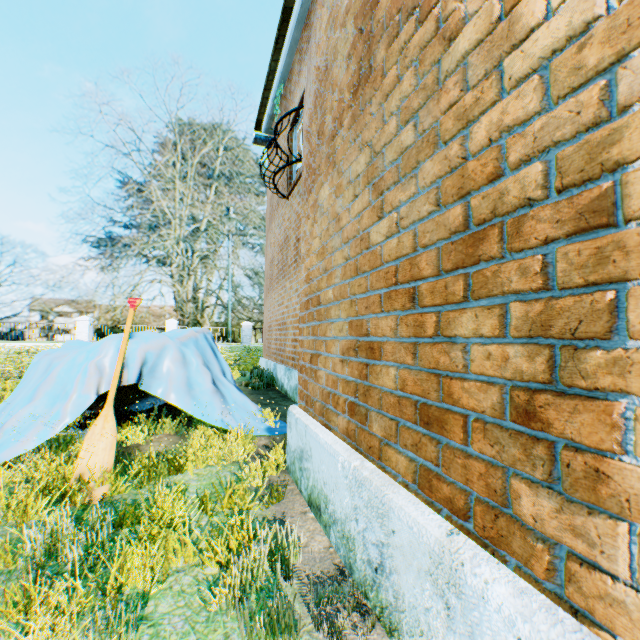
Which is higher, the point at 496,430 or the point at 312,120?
the point at 312,120

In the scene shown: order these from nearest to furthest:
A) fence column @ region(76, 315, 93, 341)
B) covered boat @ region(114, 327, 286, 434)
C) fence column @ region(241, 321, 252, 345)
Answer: covered boat @ region(114, 327, 286, 434) → fence column @ region(76, 315, 93, 341) → fence column @ region(241, 321, 252, 345)

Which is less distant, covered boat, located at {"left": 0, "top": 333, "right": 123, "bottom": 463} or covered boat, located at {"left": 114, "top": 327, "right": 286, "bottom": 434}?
covered boat, located at {"left": 0, "top": 333, "right": 123, "bottom": 463}

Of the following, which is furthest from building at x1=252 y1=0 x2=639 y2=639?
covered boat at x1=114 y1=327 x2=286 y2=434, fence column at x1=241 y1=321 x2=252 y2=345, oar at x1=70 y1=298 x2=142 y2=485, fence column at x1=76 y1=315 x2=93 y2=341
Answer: fence column at x1=76 y1=315 x2=93 y2=341

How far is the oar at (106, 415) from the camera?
2.51m

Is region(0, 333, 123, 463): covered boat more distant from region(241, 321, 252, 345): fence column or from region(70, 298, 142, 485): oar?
region(241, 321, 252, 345): fence column

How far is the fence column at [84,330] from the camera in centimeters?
2211cm
